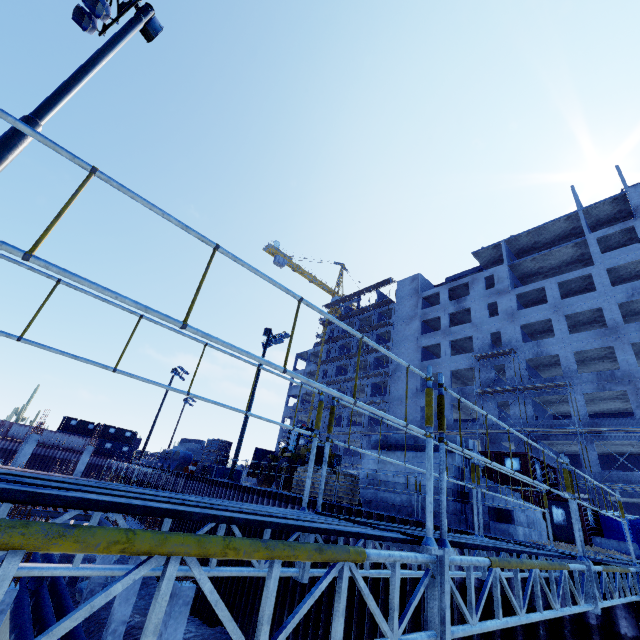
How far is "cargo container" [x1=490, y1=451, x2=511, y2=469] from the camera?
23.0m

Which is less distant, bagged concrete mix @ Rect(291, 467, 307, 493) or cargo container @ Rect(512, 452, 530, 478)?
bagged concrete mix @ Rect(291, 467, 307, 493)

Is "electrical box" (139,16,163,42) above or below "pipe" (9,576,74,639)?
above

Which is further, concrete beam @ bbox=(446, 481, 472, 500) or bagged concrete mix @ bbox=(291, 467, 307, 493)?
bagged concrete mix @ bbox=(291, 467, 307, 493)

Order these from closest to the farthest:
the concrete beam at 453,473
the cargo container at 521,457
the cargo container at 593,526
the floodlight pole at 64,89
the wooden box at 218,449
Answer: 1. the floodlight pole at 64,89
2. the concrete beam at 453,473
3. the cargo container at 593,526
4. the cargo container at 521,457
5. the wooden box at 218,449

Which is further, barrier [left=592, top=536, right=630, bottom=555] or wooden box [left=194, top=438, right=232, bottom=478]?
wooden box [left=194, top=438, right=232, bottom=478]

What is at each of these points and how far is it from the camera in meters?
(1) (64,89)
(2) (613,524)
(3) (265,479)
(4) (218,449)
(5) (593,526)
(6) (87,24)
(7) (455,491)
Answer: (1) floodlight pole, 7.0
(2) portable toilet, 20.1
(3) front loader, 22.2
(4) wooden box, 24.2
(5) cargo container, 19.8
(6) floodlight, 8.9
(7) concrete beam, 10.9

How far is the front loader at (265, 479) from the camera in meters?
18.9 m
